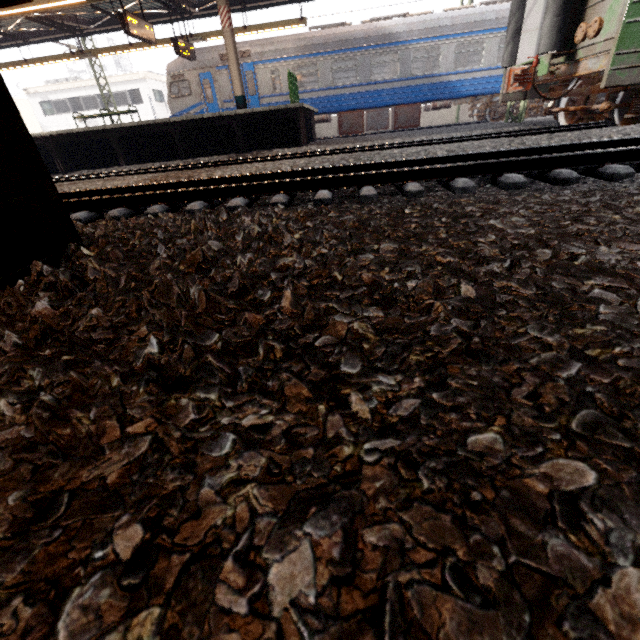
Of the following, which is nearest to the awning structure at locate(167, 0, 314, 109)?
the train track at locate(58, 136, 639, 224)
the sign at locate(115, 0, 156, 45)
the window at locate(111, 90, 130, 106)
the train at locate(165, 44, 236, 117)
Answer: the sign at locate(115, 0, 156, 45)

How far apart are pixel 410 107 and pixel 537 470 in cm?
1760

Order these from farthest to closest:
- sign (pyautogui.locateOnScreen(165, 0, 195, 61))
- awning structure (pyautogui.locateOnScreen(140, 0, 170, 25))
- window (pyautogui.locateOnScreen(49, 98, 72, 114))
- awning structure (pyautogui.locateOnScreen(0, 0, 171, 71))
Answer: window (pyautogui.locateOnScreen(49, 98, 72, 114)) → awning structure (pyautogui.locateOnScreen(140, 0, 170, 25)) → sign (pyautogui.locateOnScreen(165, 0, 195, 61)) → awning structure (pyautogui.locateOnScreen(0, 0, 171, 71))

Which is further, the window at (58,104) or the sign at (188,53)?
the window at (58,104)

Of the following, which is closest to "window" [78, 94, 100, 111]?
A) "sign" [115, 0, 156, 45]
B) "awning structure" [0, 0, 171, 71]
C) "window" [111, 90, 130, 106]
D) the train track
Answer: "window" [111, 90, 130, 106]

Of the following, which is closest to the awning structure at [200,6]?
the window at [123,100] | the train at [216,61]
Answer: the train at [216,61]

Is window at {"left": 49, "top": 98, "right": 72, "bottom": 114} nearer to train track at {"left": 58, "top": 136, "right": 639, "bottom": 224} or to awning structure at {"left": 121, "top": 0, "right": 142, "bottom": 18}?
awning structure at {"left": 121, "top": 0, "right": 142, "bottom": 18}

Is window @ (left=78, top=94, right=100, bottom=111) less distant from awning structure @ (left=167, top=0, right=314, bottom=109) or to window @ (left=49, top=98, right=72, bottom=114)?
window @ (left=49, top=98, right=72, bottom=114)
